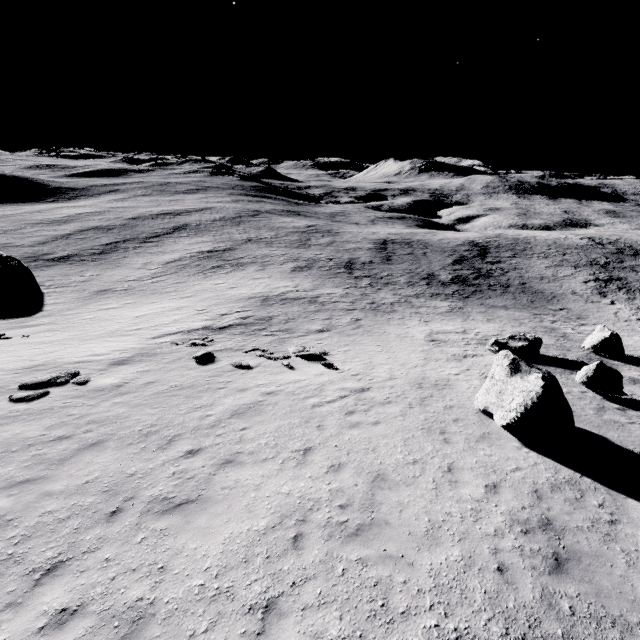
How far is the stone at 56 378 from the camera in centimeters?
1284cm

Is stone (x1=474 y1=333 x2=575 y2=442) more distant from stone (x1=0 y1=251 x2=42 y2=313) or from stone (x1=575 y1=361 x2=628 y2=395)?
stone (x1=0 y1=251 x2=42 y2=313)

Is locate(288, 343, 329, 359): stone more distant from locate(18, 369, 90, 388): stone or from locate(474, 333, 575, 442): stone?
locate(474, 333, 575, 442): stone

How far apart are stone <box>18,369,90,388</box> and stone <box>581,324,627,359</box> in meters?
30.9 m

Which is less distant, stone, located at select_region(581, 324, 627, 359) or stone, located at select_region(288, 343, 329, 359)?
stone, located at select_region(288, 343, 329, 359)

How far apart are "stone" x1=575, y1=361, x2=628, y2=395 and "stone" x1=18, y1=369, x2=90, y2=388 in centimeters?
2190cm

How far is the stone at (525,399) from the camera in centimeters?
1004cm

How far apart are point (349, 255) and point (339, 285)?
15.50m
